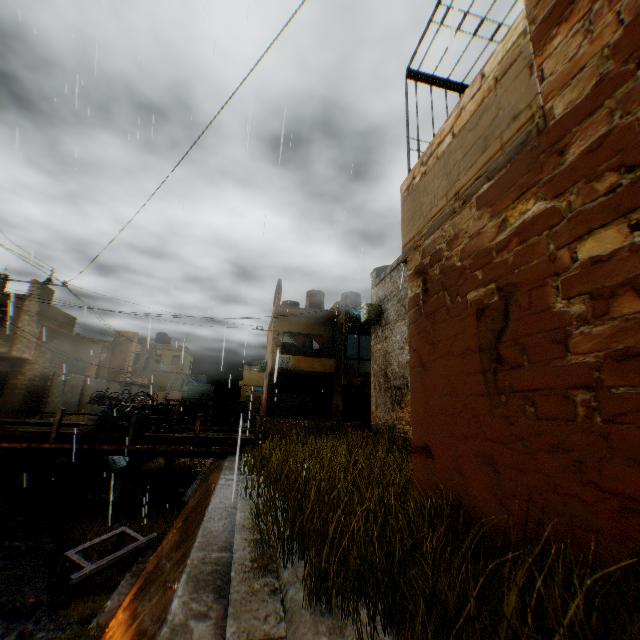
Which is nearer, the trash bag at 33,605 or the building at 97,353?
the trash bag at 33,605

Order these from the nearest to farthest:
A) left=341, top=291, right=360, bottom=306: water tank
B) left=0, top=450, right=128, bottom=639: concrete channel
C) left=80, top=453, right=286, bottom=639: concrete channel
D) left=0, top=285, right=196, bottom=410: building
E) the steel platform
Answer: left=80, top=453, right=286, bottom=639: concrete channel → left=0, top=450, right=128, bottom=639: concrete channel → the steel platform → left=0, top=285, right=196, bottom=410: building → left=341, top=291, right=360, bottom=306: water tank

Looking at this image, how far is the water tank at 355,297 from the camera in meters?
25.3 m

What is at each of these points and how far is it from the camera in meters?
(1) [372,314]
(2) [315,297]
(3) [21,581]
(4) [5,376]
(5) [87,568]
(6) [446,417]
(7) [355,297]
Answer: (1) air conditioner, 14.6
(2) water tank, 27.6
(3) concrete channel, 7.9
(4) shutter, 20.3
(5) steel platform, 7.3
(6) building, 3.3
(7) water tank, 25.5

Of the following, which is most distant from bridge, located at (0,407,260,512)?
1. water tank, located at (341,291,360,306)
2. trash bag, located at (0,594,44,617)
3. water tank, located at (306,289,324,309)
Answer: water tank, located at (306,289,324,309)

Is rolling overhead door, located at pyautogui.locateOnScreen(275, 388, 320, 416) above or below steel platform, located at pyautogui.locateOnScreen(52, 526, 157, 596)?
above

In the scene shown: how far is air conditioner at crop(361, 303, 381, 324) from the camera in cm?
1459

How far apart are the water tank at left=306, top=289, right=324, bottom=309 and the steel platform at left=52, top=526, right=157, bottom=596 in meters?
19.8 m
